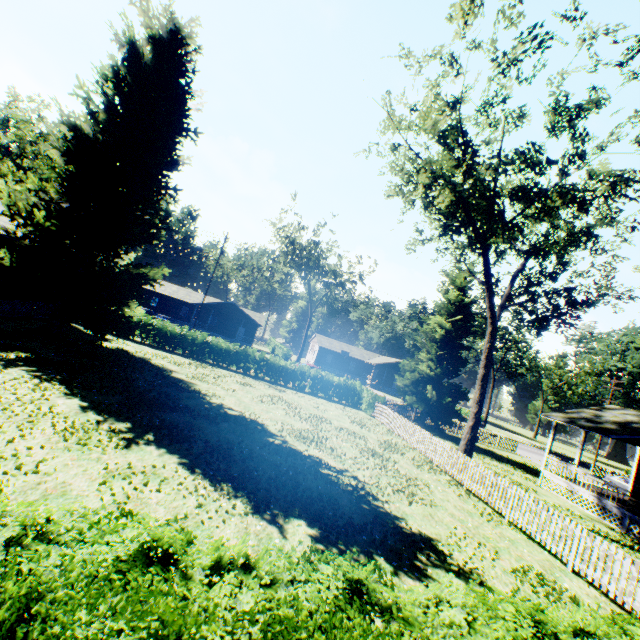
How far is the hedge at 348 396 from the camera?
26.1m

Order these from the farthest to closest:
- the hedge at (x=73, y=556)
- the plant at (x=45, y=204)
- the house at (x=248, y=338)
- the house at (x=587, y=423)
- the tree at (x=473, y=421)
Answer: the house at (x=248, y=338) < the house at (x=587, y=423) < the plant at (x=45, y=204) < the tree at (x=473, y=421) < the hedge at (x=73, y=556)

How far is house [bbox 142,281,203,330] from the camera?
53.4 meters

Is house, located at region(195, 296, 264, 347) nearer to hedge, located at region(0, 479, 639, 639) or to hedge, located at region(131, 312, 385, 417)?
hedge, located at region(131, 312, 385, 417)

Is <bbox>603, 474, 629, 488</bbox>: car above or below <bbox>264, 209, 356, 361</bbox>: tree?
below

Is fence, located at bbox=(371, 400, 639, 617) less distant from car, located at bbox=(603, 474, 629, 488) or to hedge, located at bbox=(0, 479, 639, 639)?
hedge, located at bbox=(0, 479, 639, 639)

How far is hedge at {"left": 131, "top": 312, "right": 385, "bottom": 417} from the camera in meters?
26.1

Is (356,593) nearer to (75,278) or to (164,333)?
(75,278)
